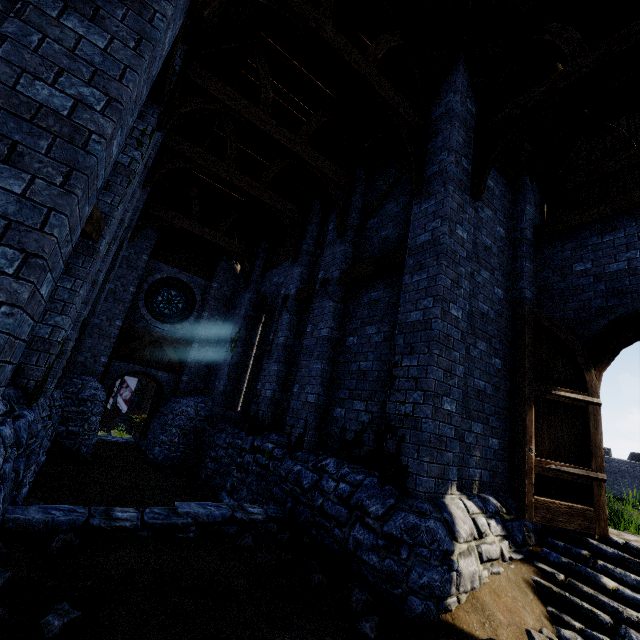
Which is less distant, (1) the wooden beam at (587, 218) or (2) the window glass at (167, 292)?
(1) the wooden beam at (587, 218)

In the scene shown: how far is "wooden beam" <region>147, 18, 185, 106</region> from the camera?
4.7 meters

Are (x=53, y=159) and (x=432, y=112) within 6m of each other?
no

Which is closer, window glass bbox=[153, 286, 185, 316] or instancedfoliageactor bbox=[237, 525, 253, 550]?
instancedfoliageactor bbox=[237, 525, 253, 550]

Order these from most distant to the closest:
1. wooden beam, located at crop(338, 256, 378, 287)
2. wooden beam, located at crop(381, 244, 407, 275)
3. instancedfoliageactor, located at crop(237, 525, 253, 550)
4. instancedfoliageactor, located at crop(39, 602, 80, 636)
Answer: wooden beam, located at crop(338, 256, 378, 287) < wooden beam, located at crop(381, 244, 407, 275) < instancedfoliageactor, located at crop(237, 525, 253, 550) < instancedfoliageactor, located at crop(39, 602, 80, 636)

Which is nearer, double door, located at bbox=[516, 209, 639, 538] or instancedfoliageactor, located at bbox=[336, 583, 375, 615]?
instancedfoliageactor, located at bbox=[336, 583, 375, 615]

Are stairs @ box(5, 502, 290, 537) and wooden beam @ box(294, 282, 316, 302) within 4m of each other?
no

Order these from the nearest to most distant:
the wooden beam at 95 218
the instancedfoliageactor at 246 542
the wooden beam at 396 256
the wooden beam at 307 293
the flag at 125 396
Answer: the wooden beam at 95 218 < the instancedfoliageactor at 246 542 < the wooden beam at 396 256 < the wooden beam at 307 293 < the flag at 125 396
